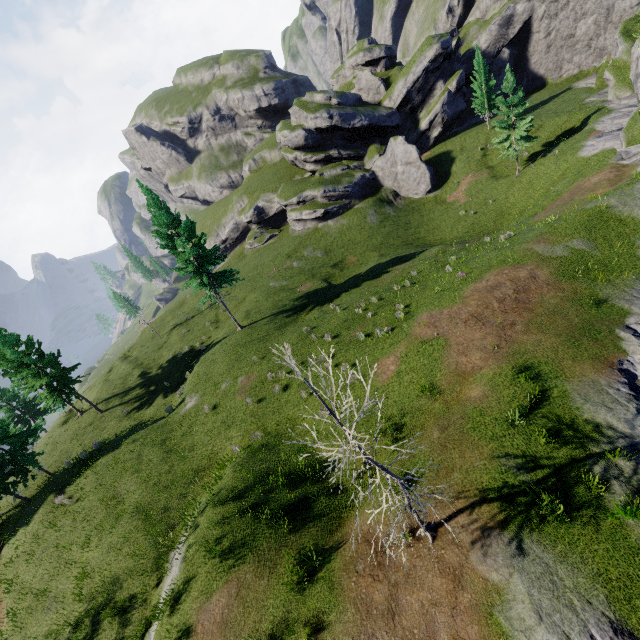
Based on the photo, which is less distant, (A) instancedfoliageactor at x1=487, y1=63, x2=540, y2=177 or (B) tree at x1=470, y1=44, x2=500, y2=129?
(A) instancedfoliageactor at x1=487, y1=63, x2=540, y2=177

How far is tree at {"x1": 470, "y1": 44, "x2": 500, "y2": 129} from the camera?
41.5m

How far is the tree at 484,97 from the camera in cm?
4150

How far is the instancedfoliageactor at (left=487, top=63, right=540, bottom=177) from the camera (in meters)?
32.91

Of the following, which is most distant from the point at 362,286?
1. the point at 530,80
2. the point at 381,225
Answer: the point at 530,80

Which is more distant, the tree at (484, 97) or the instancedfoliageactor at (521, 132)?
the tree at (484, 97)
